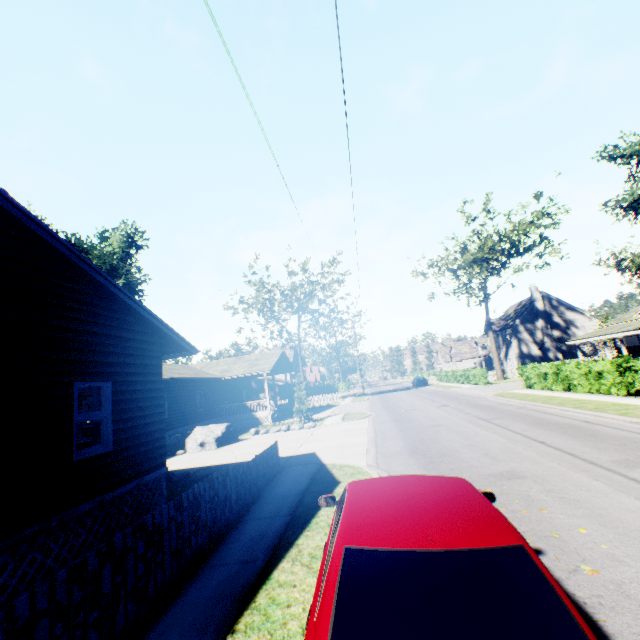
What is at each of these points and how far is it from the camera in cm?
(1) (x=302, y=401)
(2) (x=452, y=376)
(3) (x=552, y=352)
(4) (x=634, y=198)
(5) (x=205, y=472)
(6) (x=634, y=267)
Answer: (1) tree, 2414
(2) hedge, 4519
(3) chimney, 4503
(4) plant, 4778
(5) rock, 1154
(6) plant, 5153

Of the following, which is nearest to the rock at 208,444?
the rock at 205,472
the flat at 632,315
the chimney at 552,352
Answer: the rock at 205,472

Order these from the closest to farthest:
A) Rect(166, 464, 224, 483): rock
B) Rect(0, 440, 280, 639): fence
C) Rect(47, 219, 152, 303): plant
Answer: Rect(0, 440, 280, 639): fence → Rect(166, 464, 224, 483): rock → Rect(47, 219, 152, 303): plant

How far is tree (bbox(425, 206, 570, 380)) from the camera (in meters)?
35.25

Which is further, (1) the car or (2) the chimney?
(2) the chimney

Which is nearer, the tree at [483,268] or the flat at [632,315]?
the flat at [632,315]

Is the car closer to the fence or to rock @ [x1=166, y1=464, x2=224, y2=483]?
the fence

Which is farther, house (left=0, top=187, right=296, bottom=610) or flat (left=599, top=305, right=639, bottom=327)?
flat (left=599, top=305, right=639, bottom=327)
